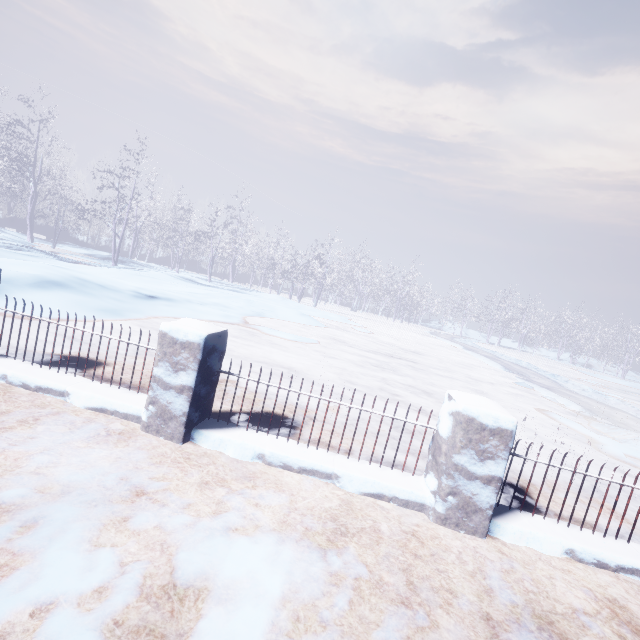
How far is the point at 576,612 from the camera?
1.87m
